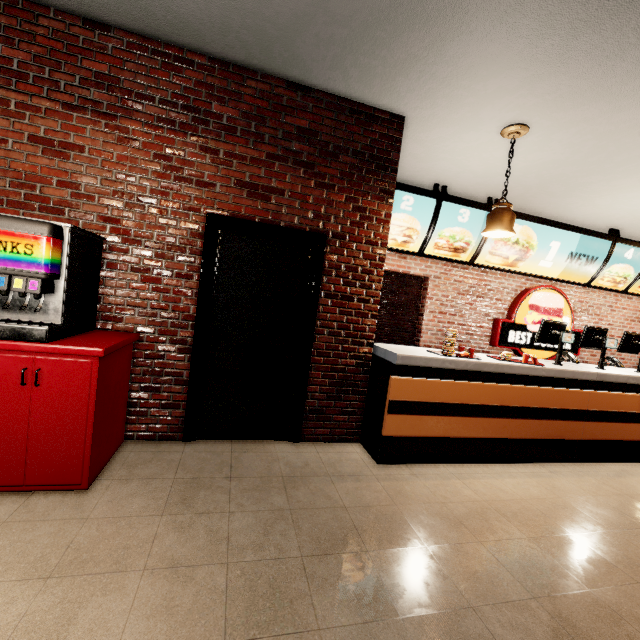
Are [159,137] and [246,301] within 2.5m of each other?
yes
